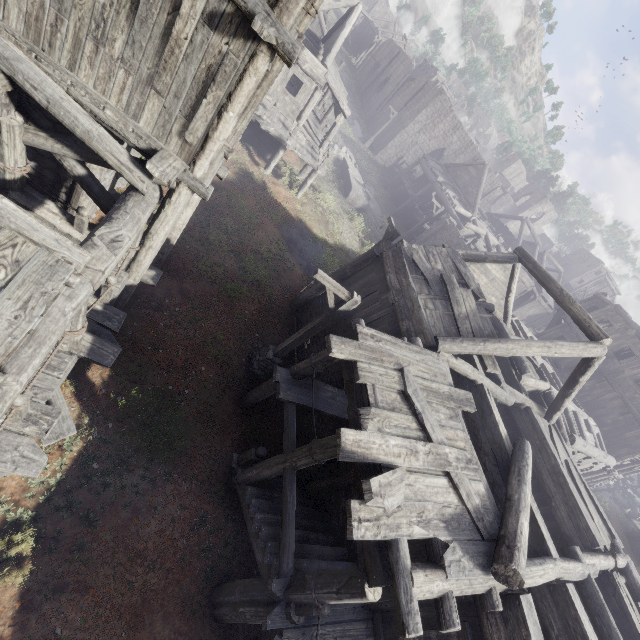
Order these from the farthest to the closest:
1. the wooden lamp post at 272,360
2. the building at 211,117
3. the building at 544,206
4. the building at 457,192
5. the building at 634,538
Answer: the building at 544,206
the building at 634,538
the wooden lamp post at 272,360
the building at 457,192
the building at 211,117

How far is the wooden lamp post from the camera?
8.5m

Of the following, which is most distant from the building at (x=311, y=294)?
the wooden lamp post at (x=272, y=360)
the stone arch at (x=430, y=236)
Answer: the wooden lamp post at (x=272, y=360)

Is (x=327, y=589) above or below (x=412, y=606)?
below

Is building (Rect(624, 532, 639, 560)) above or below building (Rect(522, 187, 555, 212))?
below

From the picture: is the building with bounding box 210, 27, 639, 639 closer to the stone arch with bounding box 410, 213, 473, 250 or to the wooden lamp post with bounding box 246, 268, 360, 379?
the stone arch with bounding box 410, 213, 473, 250

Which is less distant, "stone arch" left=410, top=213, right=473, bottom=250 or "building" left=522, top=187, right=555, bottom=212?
"stone arch" left=410, top=213, right=473, bottom=250
